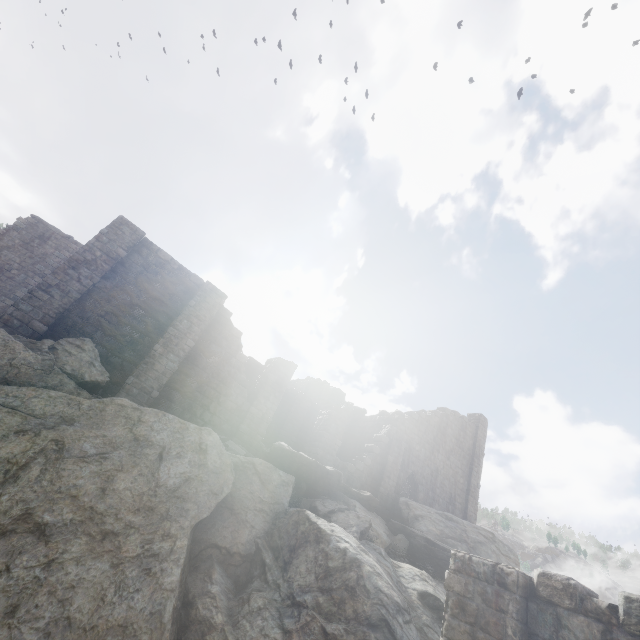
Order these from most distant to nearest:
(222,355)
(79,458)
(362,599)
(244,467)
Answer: (222,355) → (244,467) → (79,458) → (362,599)

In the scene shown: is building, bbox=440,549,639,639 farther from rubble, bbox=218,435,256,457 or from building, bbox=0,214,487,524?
rubble, bbox=218,435,256,457

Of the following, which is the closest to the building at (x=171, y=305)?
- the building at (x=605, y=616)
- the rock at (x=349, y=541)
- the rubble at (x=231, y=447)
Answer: the rubble at (x=231, y=447)

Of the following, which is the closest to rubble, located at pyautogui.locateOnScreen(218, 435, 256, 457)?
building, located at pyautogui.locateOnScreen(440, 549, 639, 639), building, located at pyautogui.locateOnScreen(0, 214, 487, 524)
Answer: building, located at pyautogui.locateOnScreen(0, 214, 487, 524)

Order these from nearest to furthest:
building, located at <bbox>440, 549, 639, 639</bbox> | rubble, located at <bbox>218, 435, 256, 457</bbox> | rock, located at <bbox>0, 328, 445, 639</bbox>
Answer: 1. building, located at <bbox>440, 549, 639, 639</bbox>
2. rock, located at <bbox>0, 328, 445, 639</bbox>
3. rubble, located at <bbox>218, 435, 256, 457</bbox>

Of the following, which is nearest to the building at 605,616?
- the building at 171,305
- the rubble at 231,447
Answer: the building at 171,305

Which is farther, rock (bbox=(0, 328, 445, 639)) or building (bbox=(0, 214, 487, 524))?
building (bbox=(0, 214, 487, 524))

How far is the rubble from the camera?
12.76m
